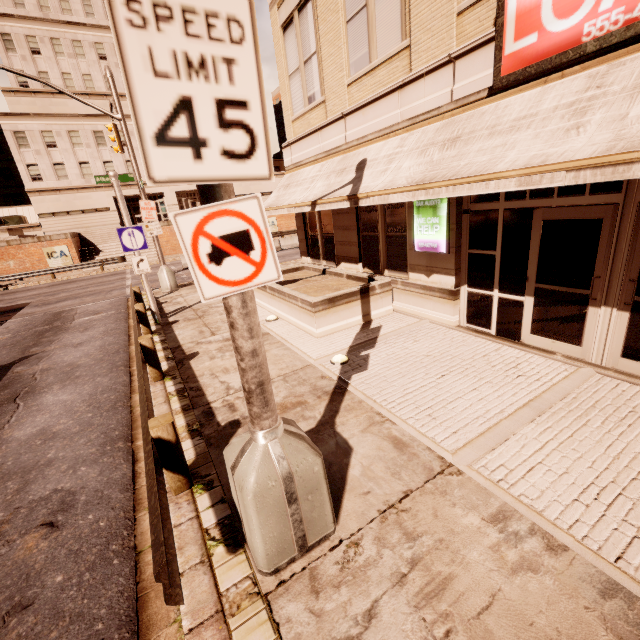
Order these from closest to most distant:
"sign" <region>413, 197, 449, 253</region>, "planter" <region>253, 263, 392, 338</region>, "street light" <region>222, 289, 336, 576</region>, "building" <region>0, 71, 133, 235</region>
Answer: "street light" <region>222, 289, 336, 576</region> < "sign" <region>413, 197, 449, 253</region> < "planter" <region>253, 263, 392, 338</region> < "building" <region>0, 71, 133, 235</region>

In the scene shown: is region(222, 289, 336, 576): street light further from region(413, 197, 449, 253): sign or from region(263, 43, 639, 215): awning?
region(413, 197, 449, 253): sign

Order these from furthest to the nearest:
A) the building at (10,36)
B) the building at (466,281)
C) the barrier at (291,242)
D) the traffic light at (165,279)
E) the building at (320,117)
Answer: the building at (10,36) < the barrier at (291,242) < the traffic light at (165,279) < the building at (320,117) < the building at (466,281)

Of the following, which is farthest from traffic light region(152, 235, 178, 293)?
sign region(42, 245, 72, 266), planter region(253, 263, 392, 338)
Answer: sign region(42, 245, 72, 266)

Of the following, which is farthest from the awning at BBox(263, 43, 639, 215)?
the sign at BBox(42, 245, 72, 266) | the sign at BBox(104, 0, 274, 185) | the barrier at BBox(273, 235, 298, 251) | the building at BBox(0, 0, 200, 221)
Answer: the building at BBox(0, 0, 200, 221)

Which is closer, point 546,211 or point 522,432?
point 522,432

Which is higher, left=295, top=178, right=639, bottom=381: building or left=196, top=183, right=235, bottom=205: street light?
left=196, top=183, right=235, bottom=205: street light

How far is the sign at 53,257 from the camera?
28.2m
